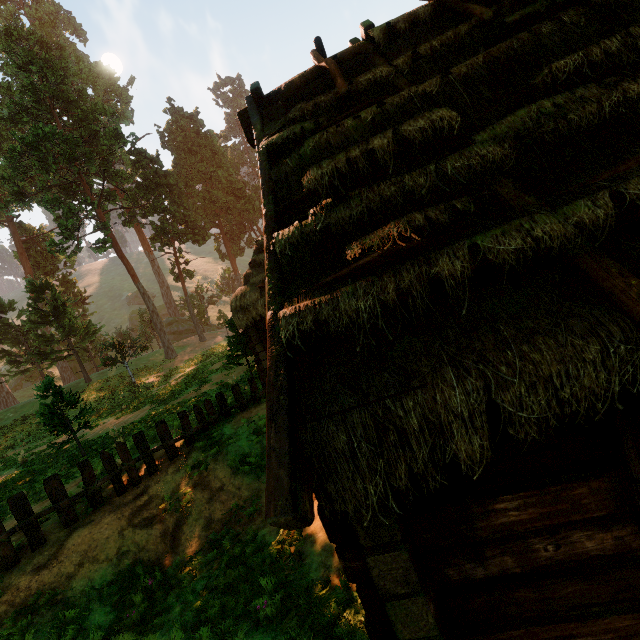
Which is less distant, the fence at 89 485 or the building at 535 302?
the building at 535 302

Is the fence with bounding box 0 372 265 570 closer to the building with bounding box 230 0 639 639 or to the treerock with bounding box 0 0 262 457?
the building with bounding box 230 0 639 639

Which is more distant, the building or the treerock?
the treerock

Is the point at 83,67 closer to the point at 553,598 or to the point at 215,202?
the point at 215,202

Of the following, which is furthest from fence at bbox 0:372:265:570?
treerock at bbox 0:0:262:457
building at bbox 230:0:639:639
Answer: treerock at bbox 0:0:262:457

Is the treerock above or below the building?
above

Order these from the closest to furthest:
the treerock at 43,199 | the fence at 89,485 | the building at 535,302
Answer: the building at 535,302, the fence at 89,485, the treerock at 43,199
